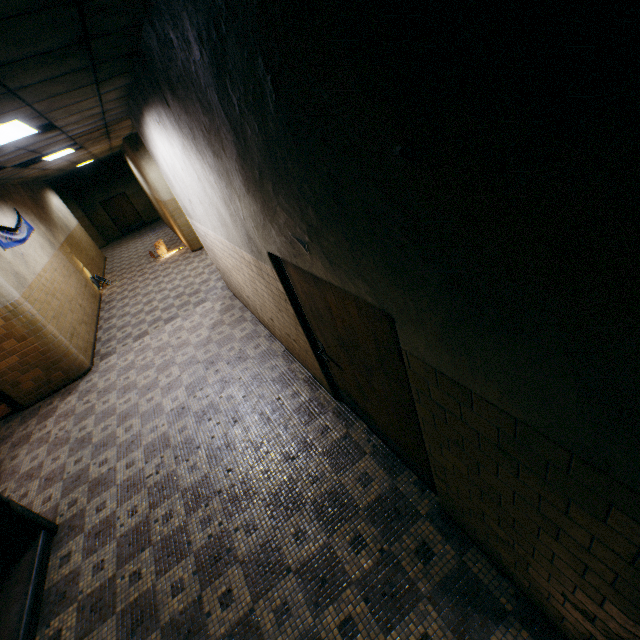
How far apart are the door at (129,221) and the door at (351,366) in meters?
22.0

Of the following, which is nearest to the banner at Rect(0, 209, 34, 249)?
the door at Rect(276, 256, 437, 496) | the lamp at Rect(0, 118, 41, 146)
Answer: the lamp at Rect(0, 118, 41, 146)

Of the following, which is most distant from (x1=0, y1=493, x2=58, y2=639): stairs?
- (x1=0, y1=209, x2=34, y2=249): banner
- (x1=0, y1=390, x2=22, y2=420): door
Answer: (x1=0, y1=209, x2=34, y2=249): banner

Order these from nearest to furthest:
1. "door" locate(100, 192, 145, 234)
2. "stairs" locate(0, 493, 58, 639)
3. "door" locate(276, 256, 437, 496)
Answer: "door" locate(276, 256, 437, 496), "stairs" locate(0, 493, 58, 639), "door" locate(100, 192, 145, 234)

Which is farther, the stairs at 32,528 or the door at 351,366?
the stairs at 32,528

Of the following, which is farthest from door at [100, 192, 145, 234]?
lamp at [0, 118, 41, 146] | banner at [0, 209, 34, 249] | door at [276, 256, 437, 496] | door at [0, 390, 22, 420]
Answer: door at [276, 256, 437, 496]

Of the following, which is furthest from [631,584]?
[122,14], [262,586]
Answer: [122,14]

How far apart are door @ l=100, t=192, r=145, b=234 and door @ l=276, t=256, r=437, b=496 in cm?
2198
